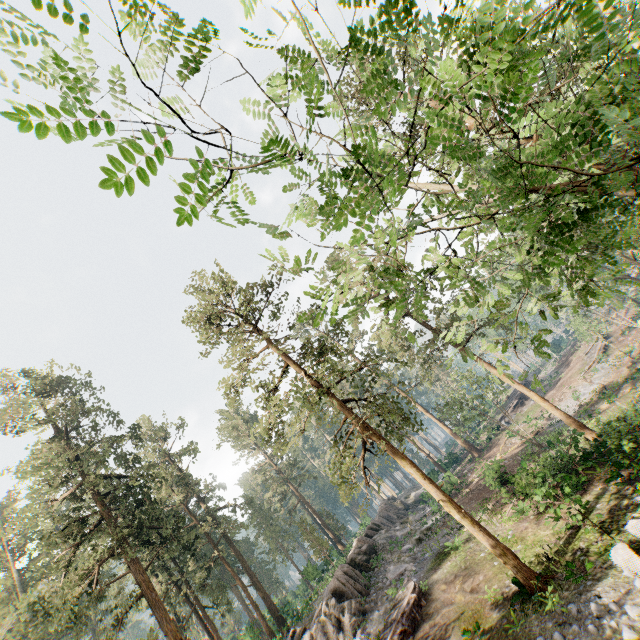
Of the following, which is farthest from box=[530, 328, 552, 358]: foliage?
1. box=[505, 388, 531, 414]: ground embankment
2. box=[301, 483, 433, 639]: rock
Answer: box=[505, 388, 531, 414]: ground embankment

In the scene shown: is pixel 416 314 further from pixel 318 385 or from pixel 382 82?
pixel 318 385

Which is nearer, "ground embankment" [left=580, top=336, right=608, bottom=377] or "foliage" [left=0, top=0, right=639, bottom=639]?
"foliage" [left=0, top=0, right=639, bottom=639]

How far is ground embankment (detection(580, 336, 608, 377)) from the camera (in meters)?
38.59

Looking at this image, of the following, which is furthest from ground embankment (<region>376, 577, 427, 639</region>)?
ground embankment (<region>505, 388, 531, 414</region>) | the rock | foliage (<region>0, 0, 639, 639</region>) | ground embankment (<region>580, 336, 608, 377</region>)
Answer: ground embankment (<region>580, 336, 608, 377</region>)

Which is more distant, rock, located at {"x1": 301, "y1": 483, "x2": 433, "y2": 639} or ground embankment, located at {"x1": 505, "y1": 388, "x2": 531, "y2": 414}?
ground embankment, located at {"x1": 505, "y1": 388, "x2": 531, "y2": 414}

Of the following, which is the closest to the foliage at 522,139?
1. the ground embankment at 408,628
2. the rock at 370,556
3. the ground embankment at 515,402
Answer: the rock at 370,556

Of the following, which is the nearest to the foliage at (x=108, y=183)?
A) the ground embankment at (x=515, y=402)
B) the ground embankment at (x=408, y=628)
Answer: the ground embankment at (x=408, y=628)
